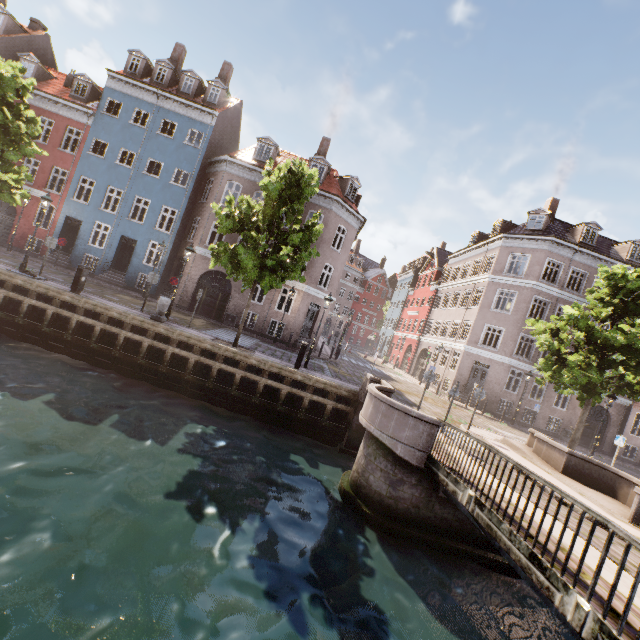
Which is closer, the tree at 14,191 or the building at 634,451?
the tree at 14,191

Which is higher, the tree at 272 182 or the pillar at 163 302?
the tree at 272 182

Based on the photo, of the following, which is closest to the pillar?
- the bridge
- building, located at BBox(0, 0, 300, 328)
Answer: building, located at BBox(0, 0, 300, 328)

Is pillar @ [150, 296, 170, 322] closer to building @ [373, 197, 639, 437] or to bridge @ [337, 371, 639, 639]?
building @ [373, 197, 639, 437]

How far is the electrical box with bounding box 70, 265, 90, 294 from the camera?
13.53m

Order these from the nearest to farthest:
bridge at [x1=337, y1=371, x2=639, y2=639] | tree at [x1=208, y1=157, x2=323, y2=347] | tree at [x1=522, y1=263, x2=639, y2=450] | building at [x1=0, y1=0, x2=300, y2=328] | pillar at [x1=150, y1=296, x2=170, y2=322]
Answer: bridge at [x1=337, y1=371, x2=639, y2=639] → tree at [x1=208, y1=157, x2=323, y2=347] → tree at [x1=522, y1=263, x2=639, y2=450] → pillar at [x1=150, y1=296, x2=170, y2=322] → building at [x1=0, y1=0, x2=300, y2=328]

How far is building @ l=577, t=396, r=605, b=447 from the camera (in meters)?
24.48

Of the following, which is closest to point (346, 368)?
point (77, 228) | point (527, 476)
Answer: point (527, 476)
